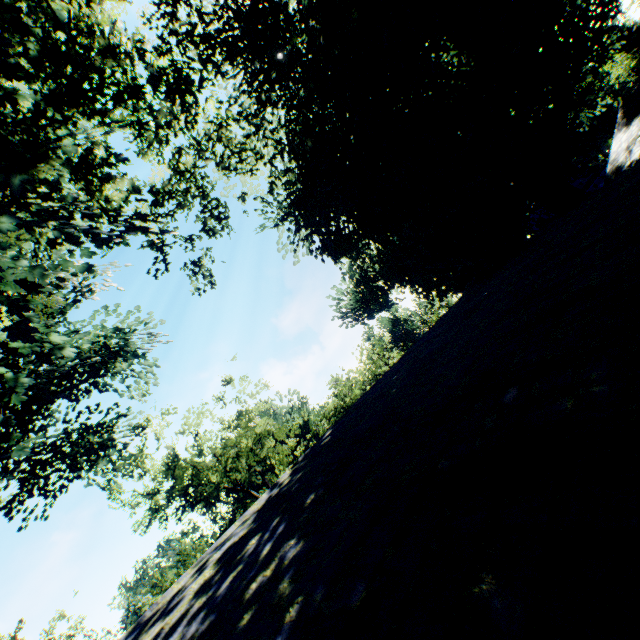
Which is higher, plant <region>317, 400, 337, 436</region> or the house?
plant <region>317, 400, 337, 436</region>

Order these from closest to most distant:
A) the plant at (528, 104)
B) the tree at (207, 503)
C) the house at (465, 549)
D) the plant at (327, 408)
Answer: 1. the house at (465, 549)
2. the plant at (528, 104)
3. the tree at (207, 503)
4. the plant at (327, 408)

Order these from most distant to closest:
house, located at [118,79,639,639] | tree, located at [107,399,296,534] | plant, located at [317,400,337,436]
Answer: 1. plant, located at [317,400,337,436]
2. tree, located at [107,399,296,534]
3. house, located at [118,79,639,639]

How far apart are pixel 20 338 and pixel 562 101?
16.6 meters

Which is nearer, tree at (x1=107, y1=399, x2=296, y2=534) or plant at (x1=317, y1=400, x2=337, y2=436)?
tree at (x1=107, y1=399, x2=296, y2=534)

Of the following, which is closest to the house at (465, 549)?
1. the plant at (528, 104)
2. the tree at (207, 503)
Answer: the plant at (528, 104)
